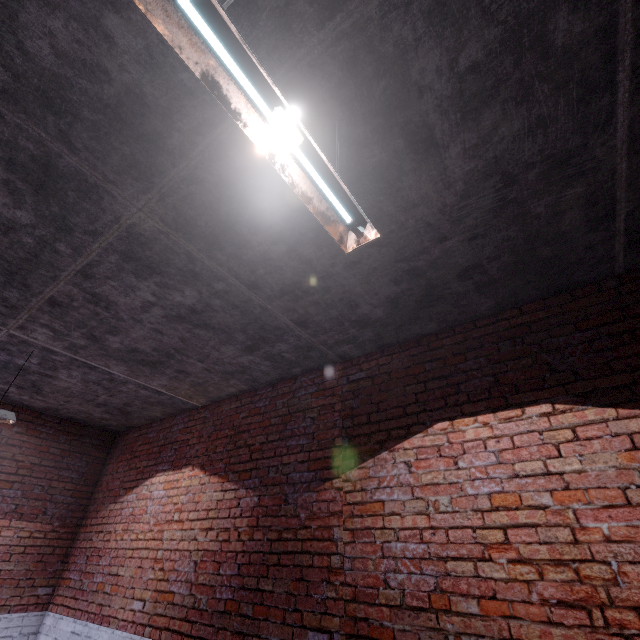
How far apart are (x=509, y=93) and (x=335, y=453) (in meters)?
3.52
